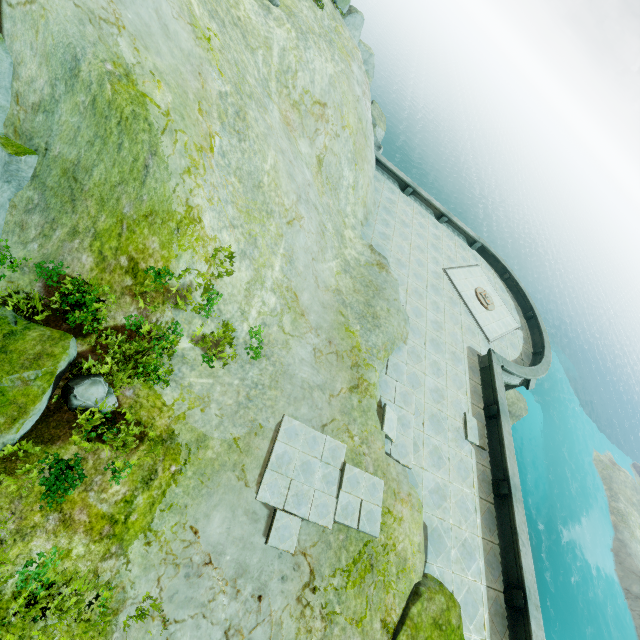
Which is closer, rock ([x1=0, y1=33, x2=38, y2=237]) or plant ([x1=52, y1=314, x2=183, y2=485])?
rock ([x1=0, y1=33, x2=38, y2=237])

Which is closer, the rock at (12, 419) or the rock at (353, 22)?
the rock at (12, 419)

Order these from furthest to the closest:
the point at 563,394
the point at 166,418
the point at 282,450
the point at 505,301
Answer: the point at 563,394 < the point at 505,301 < the point at 282,450 < the point at 166,418

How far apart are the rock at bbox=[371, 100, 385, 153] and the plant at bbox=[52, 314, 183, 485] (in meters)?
24.28

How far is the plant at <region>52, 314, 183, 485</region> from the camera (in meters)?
6.27

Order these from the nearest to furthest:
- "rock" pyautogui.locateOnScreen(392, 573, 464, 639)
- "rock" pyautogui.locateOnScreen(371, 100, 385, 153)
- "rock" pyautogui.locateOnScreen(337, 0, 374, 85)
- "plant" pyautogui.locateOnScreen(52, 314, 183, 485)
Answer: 1. "plant" pyautogui.locateOnScreen(52, 314, 183, 485)
2. "rock" pyautogui.locateOnScreen(392, 573, 464, 639)
3. "rock" pyautogui.locateOnScreen(337, 0, 374, 85)
4. "rock" pyautogui.locateOnScreen(371, 100, 385, 153)

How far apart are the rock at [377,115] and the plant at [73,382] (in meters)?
24.28

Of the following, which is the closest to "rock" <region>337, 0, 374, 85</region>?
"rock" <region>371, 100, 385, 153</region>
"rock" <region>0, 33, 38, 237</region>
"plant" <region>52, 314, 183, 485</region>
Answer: "rock" <region>371, 100, 385, 153</region>
